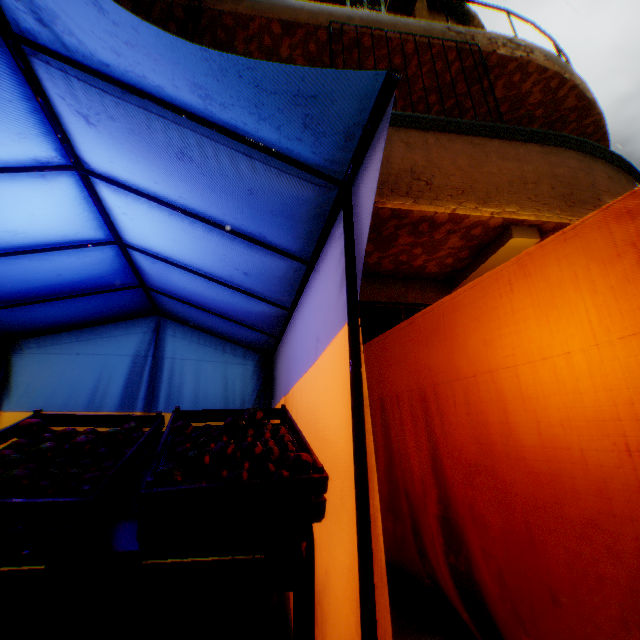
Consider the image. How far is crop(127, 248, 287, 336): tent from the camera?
2.5 meters

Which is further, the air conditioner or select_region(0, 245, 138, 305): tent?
the air conditioner

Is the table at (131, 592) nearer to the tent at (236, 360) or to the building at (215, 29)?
the tent at (236, 360)

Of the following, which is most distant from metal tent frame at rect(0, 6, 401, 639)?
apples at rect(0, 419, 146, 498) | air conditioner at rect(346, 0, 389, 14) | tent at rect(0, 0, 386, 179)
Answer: air conditioner at rect(346, 0, 389, 14)

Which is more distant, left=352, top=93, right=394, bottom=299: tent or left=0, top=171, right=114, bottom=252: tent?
left=0, top=171, right=114, bottom=252: tent

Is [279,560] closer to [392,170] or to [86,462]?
[86,462]

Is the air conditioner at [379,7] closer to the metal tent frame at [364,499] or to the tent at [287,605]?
the tent at [287,605]
